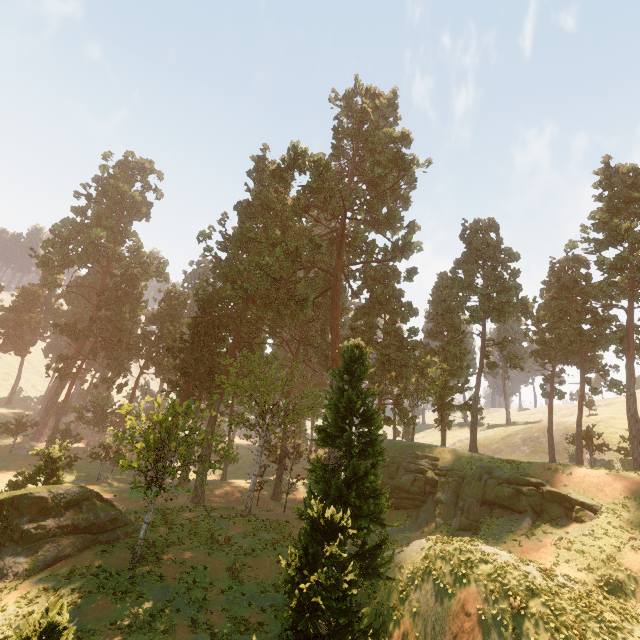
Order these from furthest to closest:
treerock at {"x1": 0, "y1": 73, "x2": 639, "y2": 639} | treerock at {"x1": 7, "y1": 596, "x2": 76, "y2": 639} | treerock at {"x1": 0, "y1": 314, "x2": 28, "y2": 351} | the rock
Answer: treerock at {"x1": 0, "y1": 314, "x2": 28, "y2": 351} < the rock < treerock at {"x1": 0, "y1": 73, "x2": 639, "y2": 639} < treerock at {"x1": 7, "y1": 596, "x2": 76, "y2": 639}

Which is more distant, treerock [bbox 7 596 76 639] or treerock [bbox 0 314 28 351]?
treerock [bbox 0 314 28 351]

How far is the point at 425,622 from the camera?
16.0m

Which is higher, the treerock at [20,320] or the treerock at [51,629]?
the treerock at [20,320]

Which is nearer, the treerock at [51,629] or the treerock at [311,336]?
the treerock at [51,629]

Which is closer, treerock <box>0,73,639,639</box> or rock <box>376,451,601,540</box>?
treerock <box>0,73,639,639</box>

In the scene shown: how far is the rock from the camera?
23.2 meters
